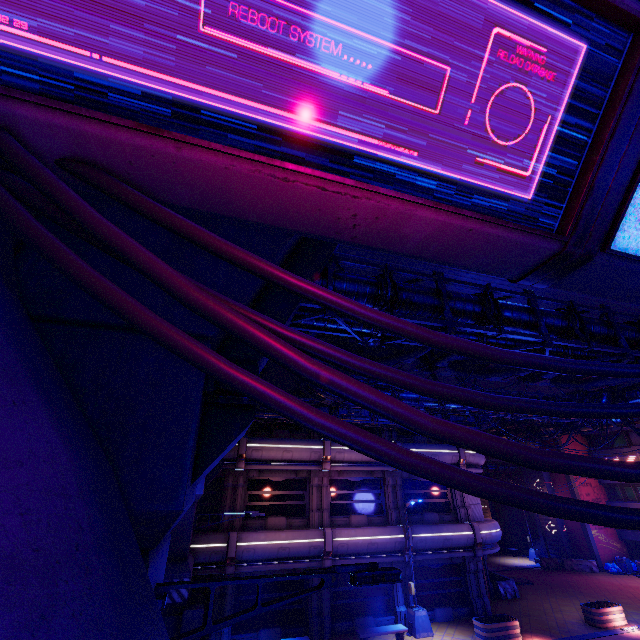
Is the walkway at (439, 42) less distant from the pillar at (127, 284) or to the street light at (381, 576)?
the pillar at (127, 284)

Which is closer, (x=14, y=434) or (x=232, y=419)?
(x=14, y=434)

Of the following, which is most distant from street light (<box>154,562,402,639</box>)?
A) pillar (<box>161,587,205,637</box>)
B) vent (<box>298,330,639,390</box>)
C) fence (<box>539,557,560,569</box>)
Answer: fence (<box>539,557,560,569</box>)

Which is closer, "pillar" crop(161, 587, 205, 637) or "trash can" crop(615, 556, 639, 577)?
"pillar" crop(161, 587, 205, 637)

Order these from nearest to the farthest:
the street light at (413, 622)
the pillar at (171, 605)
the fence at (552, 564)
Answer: the pillar at (171, 605) → the street light at (413, 622) → the fence at (552, 564)

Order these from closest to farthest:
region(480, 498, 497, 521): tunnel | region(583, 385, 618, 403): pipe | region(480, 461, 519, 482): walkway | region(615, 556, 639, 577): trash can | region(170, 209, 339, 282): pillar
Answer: region(170, 209, 339, 282): pillar < region(583, 385, 618, 403): pipe < region(615, 556, 639, 577): trash can < region(480, 461, 519, 482): walkway < region(480, 498, 497, 521): tunnel

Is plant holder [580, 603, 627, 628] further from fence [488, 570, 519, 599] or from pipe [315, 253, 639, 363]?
pipe [315, 253, 639, 363]

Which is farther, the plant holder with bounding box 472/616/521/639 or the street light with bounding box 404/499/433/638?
the street light with bounding box 404/499/433/638
